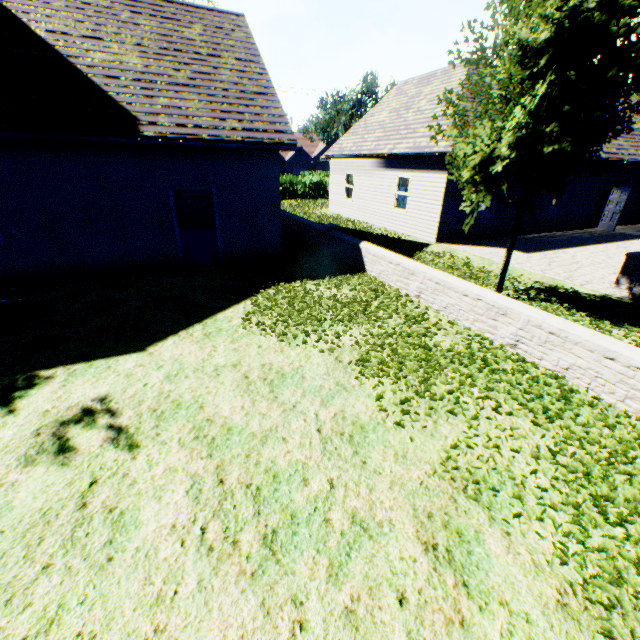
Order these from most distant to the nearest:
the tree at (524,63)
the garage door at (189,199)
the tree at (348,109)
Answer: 1. the tree at (348,109)
2. the garage door at (189,199)
3. the tree at (524,63)

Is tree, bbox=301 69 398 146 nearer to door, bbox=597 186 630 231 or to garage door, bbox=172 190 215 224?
garage door, bbox=172 190 215 224

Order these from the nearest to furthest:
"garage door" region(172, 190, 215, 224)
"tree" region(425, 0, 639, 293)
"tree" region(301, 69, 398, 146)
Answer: "tree" region(425, 0, 639, 293)
"garage door" region(172, 190, 215, 224)
"tree" region(301, 69, 398, 146)

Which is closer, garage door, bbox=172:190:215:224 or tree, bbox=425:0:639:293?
tree, bbox=425:0:639:293

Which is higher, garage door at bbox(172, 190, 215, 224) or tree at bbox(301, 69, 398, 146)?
tree at bbox(301, 69, 398, 146)

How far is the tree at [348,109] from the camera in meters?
44.8

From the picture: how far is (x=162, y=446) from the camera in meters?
3.6 m
